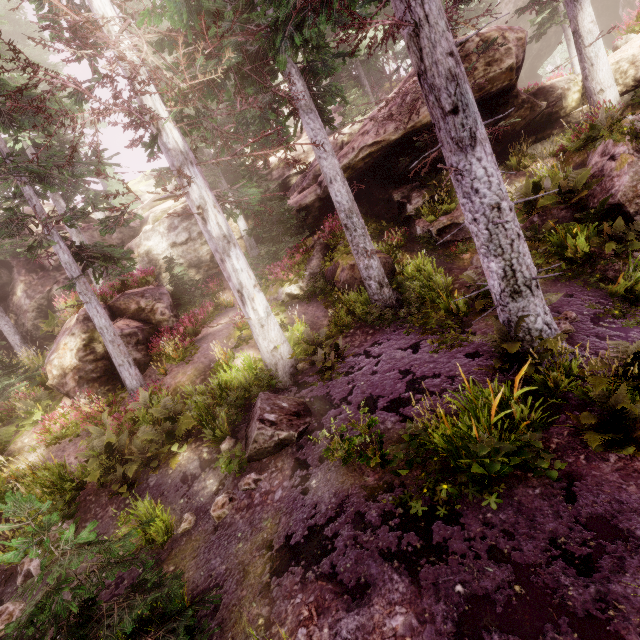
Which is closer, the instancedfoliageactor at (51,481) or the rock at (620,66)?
the instancedfoliageactor at (51,481)

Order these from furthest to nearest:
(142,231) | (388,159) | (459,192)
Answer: (142,231)
(388,159)
(459,192)

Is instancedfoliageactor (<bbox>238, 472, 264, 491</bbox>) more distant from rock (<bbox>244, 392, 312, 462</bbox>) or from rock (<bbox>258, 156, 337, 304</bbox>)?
rock (<bbox>244, 392, 312, 462</bbox>)

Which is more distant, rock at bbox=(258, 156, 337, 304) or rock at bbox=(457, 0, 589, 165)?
rock at bbox=(258, 156, 337, 304)

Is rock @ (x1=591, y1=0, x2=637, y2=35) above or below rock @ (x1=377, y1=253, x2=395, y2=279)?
above

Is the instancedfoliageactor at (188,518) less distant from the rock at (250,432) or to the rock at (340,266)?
the rock at (340,266)
